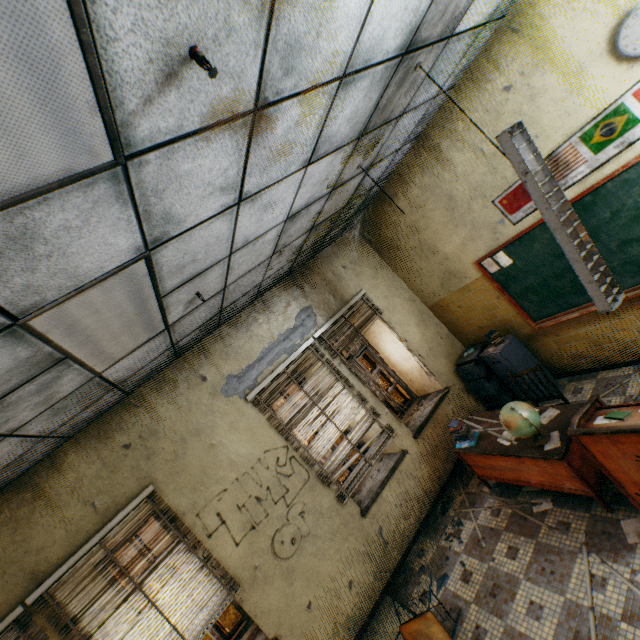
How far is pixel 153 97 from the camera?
1.10m

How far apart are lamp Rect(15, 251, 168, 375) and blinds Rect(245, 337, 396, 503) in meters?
1.6

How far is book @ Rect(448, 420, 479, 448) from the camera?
3.98m

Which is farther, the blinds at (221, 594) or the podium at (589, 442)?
the blinds at (221, 594)

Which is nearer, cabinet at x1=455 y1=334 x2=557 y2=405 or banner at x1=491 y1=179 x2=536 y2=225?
banner at x1=491 y1=179 x2=536 y2=225

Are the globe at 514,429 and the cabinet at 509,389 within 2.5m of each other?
yes

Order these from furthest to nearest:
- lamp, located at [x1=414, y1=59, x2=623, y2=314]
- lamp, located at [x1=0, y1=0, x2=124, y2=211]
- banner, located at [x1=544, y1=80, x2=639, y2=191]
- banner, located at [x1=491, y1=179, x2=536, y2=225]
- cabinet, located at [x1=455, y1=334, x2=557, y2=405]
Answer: cabinet, located at [x1=455, y1=334, x2=557, y2=405], banner, located at [x1=491, y1=179, x2=536, y2=225], banner, located at [x1=544, y1=80, x2=639, y2=191], lamp, located at [x1=414, y1=59, x2=623, y2=314], lamp, located at [x1=0, y1=0, x2=124, y2=211]

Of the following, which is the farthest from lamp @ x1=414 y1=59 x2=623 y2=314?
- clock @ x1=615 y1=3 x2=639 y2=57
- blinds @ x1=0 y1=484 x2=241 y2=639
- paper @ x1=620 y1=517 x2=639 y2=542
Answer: blinds @ x1=0 y1=484 x2=241 y2=639
